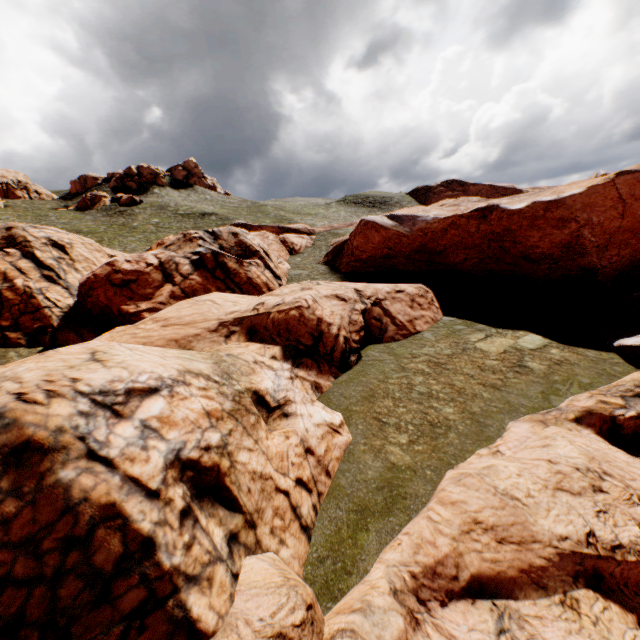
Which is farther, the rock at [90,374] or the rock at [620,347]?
the rock at [620,347]

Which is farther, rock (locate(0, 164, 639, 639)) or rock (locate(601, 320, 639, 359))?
rock (locate(601, 320, 639, 359))

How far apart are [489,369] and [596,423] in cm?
638

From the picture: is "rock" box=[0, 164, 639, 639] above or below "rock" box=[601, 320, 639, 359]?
above

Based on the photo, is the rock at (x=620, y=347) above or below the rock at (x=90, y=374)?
below
